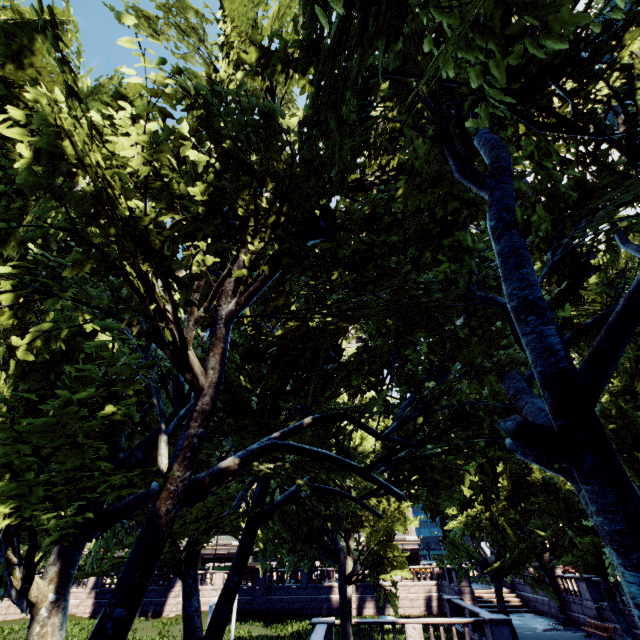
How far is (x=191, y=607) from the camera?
12.0m
